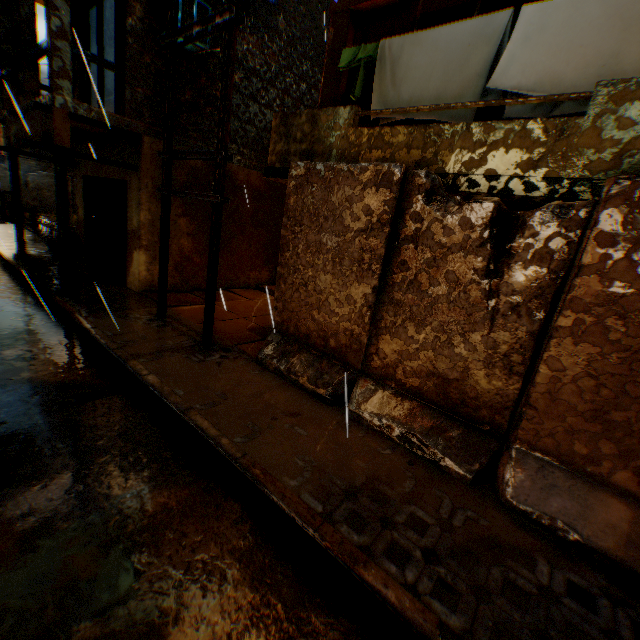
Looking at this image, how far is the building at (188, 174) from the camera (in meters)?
8.45

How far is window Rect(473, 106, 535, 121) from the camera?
5.15m

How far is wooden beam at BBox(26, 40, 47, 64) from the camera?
6.4m

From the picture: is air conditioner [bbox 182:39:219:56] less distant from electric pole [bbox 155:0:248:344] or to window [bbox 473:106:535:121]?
electric pole [bbox 155:0:248:344]

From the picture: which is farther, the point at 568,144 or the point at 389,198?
the point at 389,198

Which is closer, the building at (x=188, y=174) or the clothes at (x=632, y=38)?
the clothes at (x=632, y=38)

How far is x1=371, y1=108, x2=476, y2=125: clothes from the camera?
4.9 meters

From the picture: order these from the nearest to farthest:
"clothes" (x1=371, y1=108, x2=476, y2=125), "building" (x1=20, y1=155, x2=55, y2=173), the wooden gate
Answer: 1. "clothes" (x1=371, y1=108, x2=476, y2=125)
2. the wooden gate
3. "building" (x1=20, y1=155, x2=55, y2=173)
